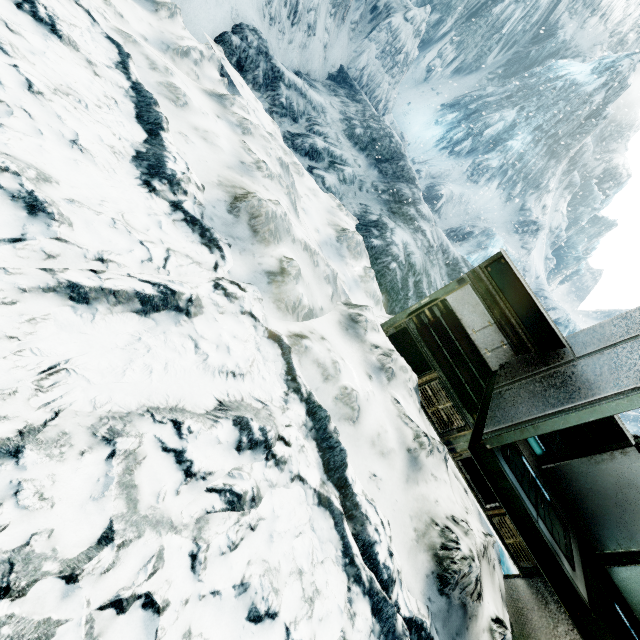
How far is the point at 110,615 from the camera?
1.9 meters
